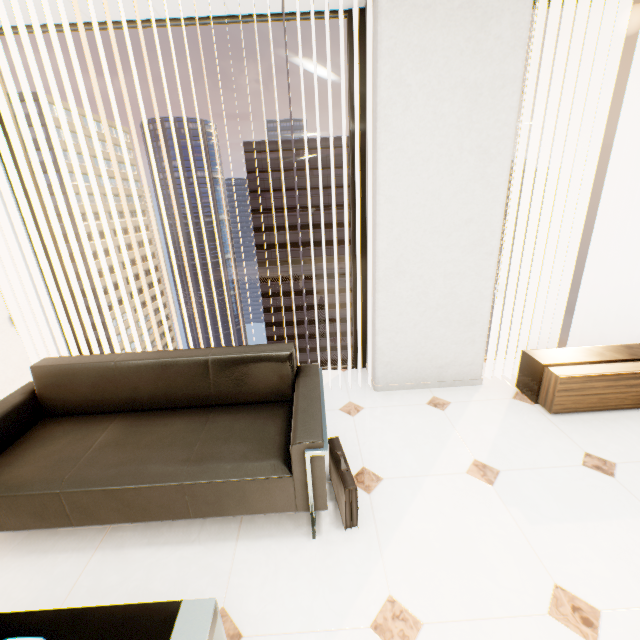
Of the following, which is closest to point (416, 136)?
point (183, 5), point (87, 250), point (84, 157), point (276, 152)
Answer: point (183, 5)

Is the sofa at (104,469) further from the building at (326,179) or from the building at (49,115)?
the building at (49,115)

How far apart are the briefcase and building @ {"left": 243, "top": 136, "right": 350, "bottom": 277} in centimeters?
5774cm

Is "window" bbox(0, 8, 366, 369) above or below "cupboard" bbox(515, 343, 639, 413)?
above

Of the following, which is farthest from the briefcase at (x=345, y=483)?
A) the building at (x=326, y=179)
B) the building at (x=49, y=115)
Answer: the building at (x=49, y=115)

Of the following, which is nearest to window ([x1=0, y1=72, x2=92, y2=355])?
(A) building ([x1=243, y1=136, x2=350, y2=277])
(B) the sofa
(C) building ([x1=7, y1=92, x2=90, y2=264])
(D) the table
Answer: (B) the sofa

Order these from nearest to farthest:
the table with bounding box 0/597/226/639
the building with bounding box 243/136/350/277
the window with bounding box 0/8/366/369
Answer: the table with bounding box 0/597/226/639 < the window with bounding box 0/8/366/369 < the building with bounding box 243/136/350/277

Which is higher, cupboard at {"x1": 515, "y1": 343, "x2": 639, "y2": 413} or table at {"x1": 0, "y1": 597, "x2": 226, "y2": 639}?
table at {"x1": 0, "y1": 597, "x2": 226, "y2": 639}
